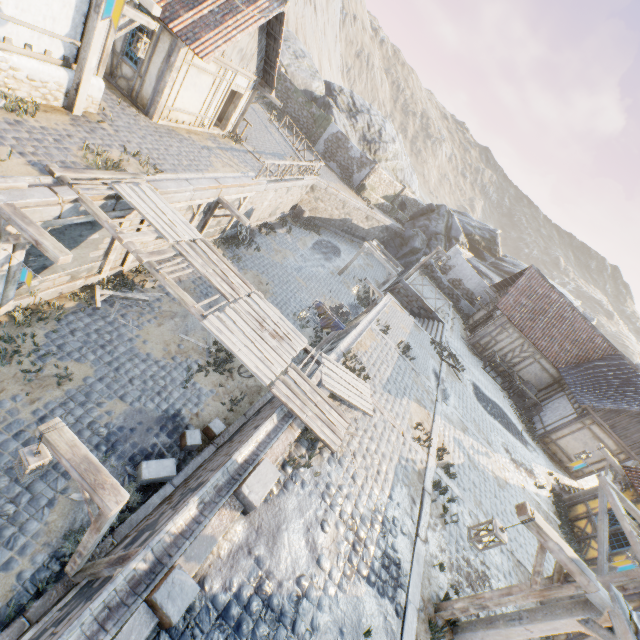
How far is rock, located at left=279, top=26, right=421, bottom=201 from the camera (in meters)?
31.59

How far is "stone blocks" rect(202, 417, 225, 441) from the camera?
9.0m

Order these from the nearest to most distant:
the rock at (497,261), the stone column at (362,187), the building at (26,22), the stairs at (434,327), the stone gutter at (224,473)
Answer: the stone gutter at (224,473), the building at (26,22), the stairs at (434,327), the stone column at (362,187), the rock at (497,261)

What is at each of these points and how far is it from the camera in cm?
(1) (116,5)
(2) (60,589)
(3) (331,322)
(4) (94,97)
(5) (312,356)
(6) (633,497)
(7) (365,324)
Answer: (1) flag, 442
(2) stone blocks, 539
(3) fabric, 1213
(4) stone foundation, 968
(5) wooden structure, 904
(6) building, 1205
(7) stone gutter, 1295

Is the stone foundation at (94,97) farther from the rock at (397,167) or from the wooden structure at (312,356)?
the rock at (397,167)

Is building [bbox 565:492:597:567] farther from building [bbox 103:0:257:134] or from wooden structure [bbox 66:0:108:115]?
building [bbox 103:0:257:134]

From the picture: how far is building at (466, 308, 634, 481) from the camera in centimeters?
1648cm

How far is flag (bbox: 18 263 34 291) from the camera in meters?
6.4
